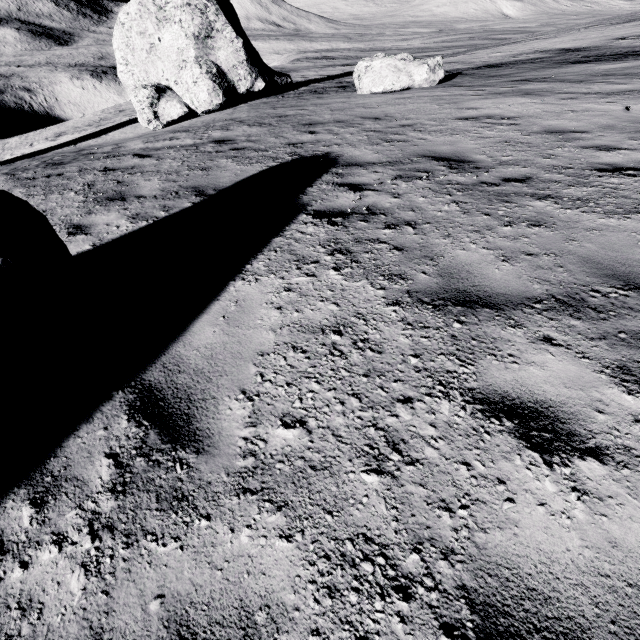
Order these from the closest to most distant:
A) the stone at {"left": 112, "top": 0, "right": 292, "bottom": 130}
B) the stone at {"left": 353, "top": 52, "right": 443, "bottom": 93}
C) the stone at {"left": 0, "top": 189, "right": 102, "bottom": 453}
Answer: the stone at {"left": 0, "top": 189, "right": 102, "bottom": 453}, the stone at {"left": 353, "top": 52, "right": 443, "bottom": 93}, the stone at {"left": 112, "top": 0, "right": 292, "bottom": 130}

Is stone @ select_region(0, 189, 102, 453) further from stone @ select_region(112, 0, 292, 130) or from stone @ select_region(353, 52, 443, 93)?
stone @ select_region(112, 0, 292, 130)

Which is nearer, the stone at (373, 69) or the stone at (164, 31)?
the stone at (373, 69)

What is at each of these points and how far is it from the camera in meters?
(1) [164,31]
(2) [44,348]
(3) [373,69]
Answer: Answer:
(1) stone, 14.0
(2) stone, 2.3
(3) stone, 12.0

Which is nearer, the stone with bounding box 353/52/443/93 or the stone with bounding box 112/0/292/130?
the stone with bounding box 353/52/443/93

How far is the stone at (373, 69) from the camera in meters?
11.7 m

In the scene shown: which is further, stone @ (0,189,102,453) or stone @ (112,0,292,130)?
stone @ (112,0,292,130)

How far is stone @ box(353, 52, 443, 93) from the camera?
11.74m
